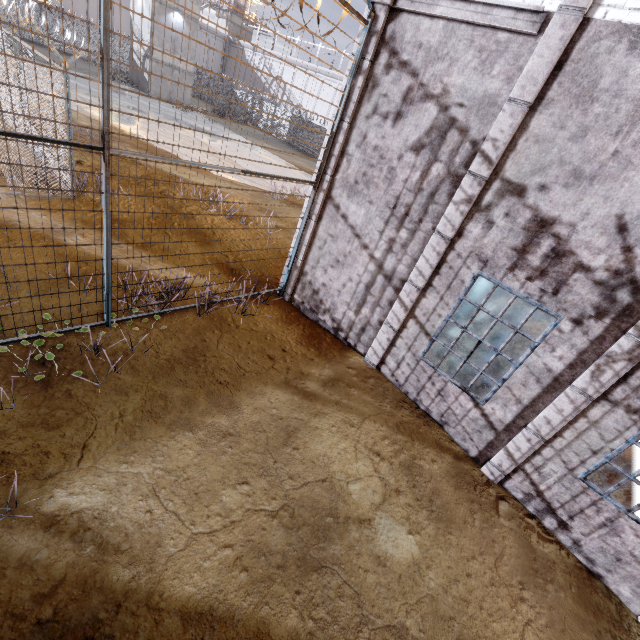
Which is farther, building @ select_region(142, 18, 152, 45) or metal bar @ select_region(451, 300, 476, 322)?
building @ select_region(142, 18, 152, 45)

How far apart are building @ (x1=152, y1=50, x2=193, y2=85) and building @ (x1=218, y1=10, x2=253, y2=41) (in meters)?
23.62

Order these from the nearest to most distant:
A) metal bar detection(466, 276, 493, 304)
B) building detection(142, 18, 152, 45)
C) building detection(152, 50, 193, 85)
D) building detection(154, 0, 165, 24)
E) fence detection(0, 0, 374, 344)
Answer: fence detection(0, 0, 374, 344), metal bar detection(466, 276, 493, 304), building detection(154, 0, 165, 24), building detection(142, 18, 152, 45), building detection(152, 50, 193, 85)

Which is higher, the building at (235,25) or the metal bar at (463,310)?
the building at (235,25)

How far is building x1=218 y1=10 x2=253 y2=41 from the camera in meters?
46.2

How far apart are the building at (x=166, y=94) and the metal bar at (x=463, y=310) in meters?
33.9

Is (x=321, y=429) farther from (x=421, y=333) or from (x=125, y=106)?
(x=125, y=106)

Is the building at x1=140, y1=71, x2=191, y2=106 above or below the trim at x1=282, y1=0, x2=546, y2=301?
below
